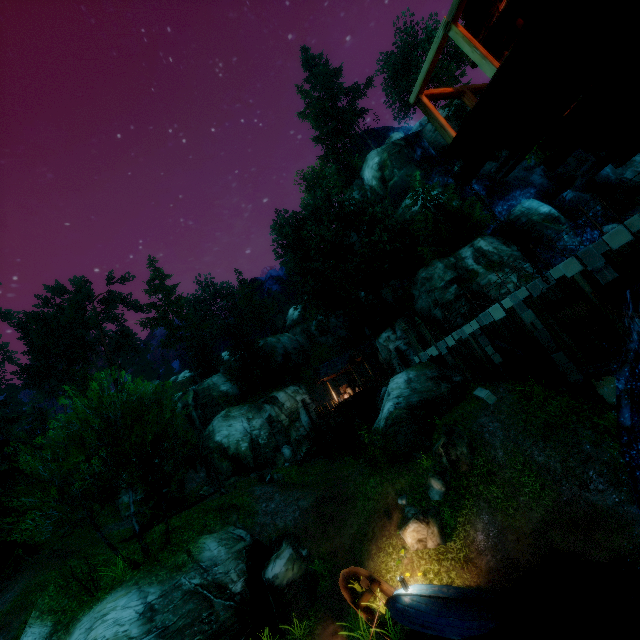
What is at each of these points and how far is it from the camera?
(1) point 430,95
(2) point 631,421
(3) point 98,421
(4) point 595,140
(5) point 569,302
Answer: (1) rail, 4.2 meters
(2) water wheel, 4.5 meters
(3) tree, 16.9 meters
(4) building, 4.9 meters
(5) bucket, 3.6 meters

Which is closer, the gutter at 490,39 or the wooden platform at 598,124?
the wooden platform at 598,124

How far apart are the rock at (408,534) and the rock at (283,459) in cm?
1728

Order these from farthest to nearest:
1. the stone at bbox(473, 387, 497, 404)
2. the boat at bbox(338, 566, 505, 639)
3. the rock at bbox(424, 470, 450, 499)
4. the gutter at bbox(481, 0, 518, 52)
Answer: the stone at bbox(473, 387, 497, 404)
the rock at bbox(424, 470, 450, 499)
the boat at bbox(338, 566, 505, 639)
the gutter at bbox(481, 0, 518, 52)

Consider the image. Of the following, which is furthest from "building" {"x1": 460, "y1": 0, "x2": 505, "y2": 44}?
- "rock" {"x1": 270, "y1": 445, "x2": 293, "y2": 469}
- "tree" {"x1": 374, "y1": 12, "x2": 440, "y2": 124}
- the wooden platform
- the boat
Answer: "rock" {"x1": 270, "y1": 445, "x2": 293, "y2": 469}

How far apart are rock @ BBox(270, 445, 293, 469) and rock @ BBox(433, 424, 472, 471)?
17.20m

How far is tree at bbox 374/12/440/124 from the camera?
41.2m

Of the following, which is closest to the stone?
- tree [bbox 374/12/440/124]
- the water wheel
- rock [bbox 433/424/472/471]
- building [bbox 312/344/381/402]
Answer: rock [bbox 433/424/472/471]
